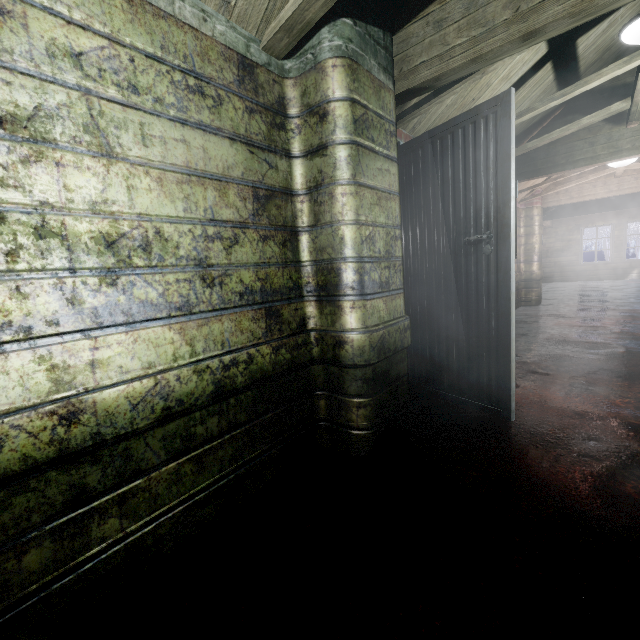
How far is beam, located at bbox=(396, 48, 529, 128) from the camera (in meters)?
1.97

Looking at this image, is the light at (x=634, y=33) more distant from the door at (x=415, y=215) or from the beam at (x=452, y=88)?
the door at (x=415, y=215)

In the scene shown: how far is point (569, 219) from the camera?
11.2m

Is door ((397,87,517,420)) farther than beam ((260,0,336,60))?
Yes

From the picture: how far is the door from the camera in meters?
1.8

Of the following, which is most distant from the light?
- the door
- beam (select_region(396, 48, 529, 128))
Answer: the door

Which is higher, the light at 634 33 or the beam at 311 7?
the light at 634 33

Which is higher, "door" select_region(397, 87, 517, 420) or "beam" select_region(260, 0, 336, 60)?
"beam" select_region(260, 0, 336, 60)
